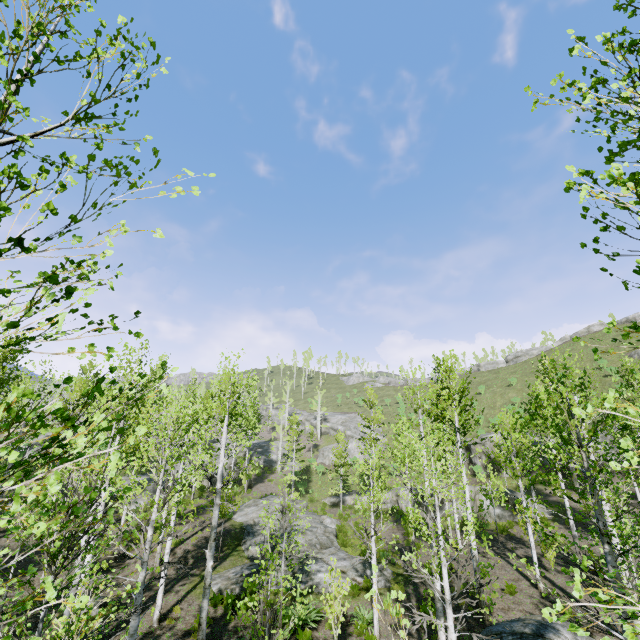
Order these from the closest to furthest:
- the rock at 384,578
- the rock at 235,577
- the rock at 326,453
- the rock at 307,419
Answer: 1. the rock at 235,577
2. the rock at 384,578
3. the rock at 326,453
4. the rock at 307,419

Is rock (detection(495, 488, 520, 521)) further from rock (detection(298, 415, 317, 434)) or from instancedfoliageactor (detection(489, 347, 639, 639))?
rock (detection(298, 415, 317, 434))

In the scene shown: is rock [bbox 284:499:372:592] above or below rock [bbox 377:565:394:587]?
above

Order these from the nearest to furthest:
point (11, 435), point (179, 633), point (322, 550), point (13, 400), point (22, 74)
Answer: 1. point (22, 74)
2. point (179, 633)
3. point (322, 550)
4. point (11, 435)
5. point (13, 400)

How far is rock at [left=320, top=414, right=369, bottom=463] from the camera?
45.6 meters

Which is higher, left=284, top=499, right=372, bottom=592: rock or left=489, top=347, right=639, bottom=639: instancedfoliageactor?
left=489, top=347, right=639, bottom=639: instancedfoliageactor

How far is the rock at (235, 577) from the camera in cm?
1370

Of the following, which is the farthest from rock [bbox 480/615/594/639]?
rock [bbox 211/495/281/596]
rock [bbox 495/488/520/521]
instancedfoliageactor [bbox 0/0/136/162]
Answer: rock [bbox 495/488/520/521]
